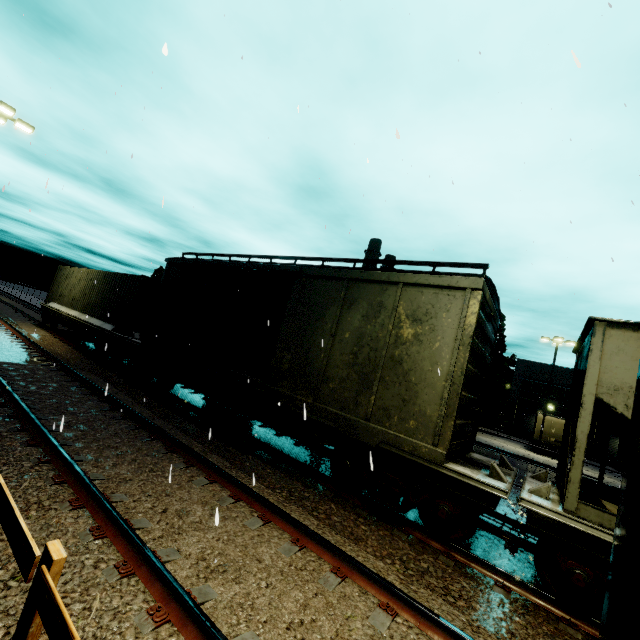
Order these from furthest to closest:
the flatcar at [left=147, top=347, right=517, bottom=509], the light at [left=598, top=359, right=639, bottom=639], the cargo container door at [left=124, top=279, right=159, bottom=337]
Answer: the cargo container door at [left=124, top=279, right=159, bottom=337], the flatcar at [left=147, top=347, right=517, bottom=509], the light at [left=598, top=359, right=639, bottom=639]

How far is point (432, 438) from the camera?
5.7 meters

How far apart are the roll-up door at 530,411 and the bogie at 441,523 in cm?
4387

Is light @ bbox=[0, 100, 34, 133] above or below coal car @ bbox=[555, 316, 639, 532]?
above

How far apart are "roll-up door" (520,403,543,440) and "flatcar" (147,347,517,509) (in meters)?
43.89

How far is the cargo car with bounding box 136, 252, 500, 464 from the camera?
5.9 meters

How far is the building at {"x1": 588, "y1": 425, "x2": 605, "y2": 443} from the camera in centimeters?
→ 3691cm

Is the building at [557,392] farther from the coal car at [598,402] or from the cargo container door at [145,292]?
the cargo container door at [145,292]
